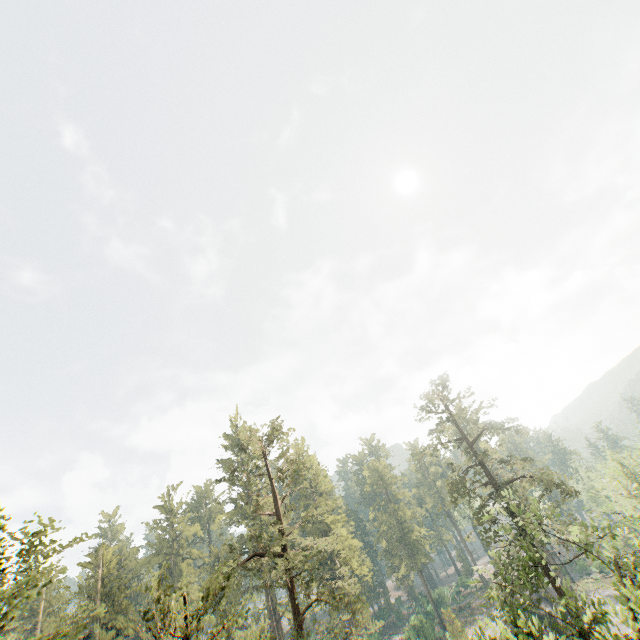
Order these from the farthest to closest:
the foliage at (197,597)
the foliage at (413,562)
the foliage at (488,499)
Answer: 1. the foliage at (413,562)
2. the foliage at (488,499)
3. the foliage at (197,597)

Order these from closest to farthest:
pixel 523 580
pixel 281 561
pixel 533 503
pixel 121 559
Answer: pixel 523 580, pixel 533 503, pixel 281 561, pixel 121 559

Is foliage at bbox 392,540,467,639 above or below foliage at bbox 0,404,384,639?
below

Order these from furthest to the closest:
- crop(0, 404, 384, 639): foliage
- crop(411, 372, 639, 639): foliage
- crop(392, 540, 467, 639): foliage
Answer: crop(392, 540, 467, 639): foliage < crop(411, 372, 639, 639): foliage < crop(0, 404, 384, 639): foliage

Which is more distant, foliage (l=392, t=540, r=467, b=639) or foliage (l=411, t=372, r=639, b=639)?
foliage (l=392, t=540, r=467, b=639)

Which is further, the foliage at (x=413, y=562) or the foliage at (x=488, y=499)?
the foliage at (x=413, y=562)
